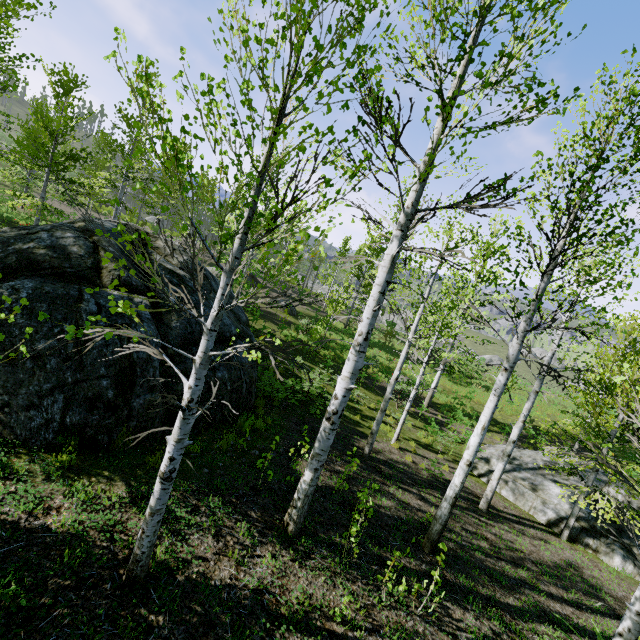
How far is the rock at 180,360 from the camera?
6.3 meters

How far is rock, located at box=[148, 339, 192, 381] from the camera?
6.3m

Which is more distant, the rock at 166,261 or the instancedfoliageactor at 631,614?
the rock at 166,261

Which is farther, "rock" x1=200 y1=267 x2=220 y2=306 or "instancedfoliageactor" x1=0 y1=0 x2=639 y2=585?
"rock" x1=200 y1=267 x2=220 y2=306

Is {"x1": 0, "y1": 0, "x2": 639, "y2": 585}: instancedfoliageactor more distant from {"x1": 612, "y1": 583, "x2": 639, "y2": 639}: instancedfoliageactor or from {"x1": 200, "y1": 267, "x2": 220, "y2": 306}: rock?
{"x1": 200, "y1": 267, "x2": 220, "y2": 306}: rock

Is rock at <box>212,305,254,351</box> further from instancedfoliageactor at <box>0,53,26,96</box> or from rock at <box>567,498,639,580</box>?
instancedfoliageactor at <box>0,53,26,96</box>

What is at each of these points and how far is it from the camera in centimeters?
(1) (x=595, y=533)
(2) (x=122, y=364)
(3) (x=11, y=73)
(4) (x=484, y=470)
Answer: (1) rock, 1052cm
(2) rock, 564cm
(3) instancedfoliageactor, 1661cm
(4) rock, 1307cm
